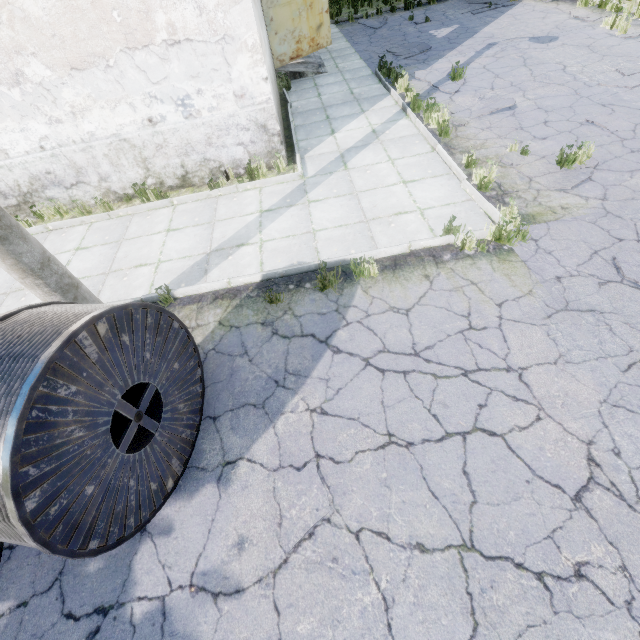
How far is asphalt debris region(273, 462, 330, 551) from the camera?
3.1 meters

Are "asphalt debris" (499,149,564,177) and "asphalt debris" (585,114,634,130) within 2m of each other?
yes

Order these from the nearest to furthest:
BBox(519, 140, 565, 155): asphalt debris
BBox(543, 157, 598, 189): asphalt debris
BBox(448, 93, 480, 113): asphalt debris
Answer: BBox(543, 157, 598, 189): asphalt debris
BBox(519, 140, 565, 155): asphalt debris
BBox(448, 93, 480, 113): asphalt debris

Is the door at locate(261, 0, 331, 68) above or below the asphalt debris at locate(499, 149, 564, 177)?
above

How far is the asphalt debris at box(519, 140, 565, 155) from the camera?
6.4 meters

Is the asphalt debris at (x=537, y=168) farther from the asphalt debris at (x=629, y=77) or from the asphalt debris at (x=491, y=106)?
the asphalt debris at (x=629, y=77)

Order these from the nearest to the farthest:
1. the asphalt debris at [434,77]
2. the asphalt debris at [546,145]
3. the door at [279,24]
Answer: the asphalt debris at [546,145] → the asphalt debris at [434,77] → the door at [279,24]

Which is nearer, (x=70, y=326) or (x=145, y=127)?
(x=70, y=326)
